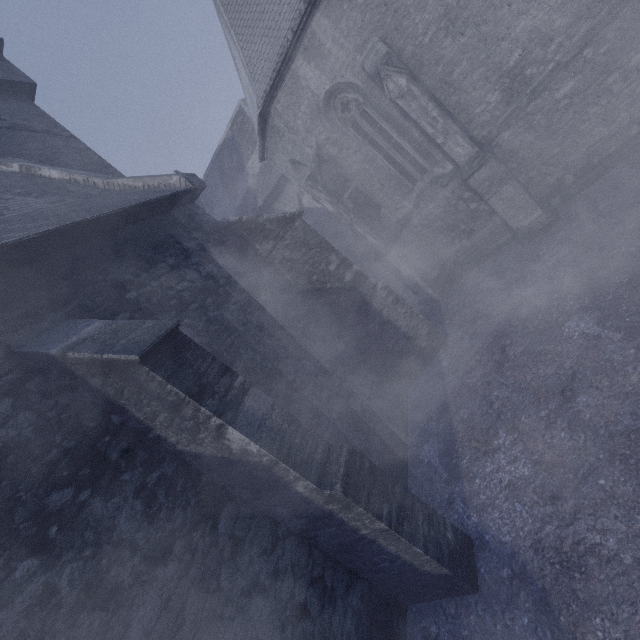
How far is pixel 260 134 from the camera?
10.3m
